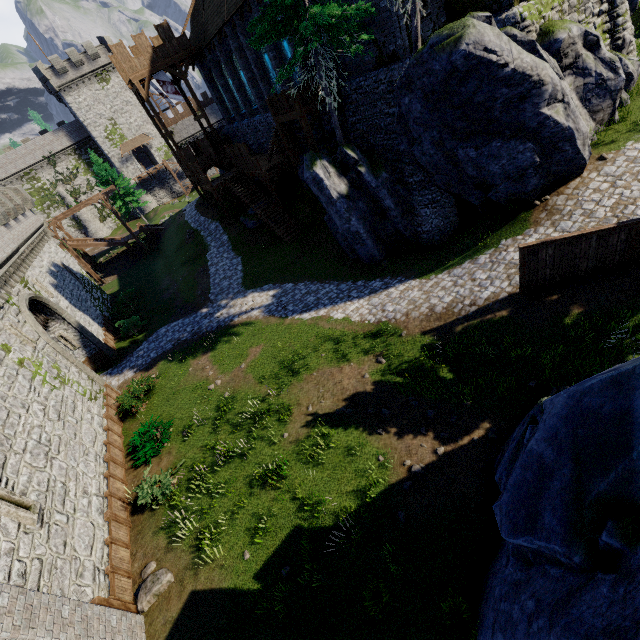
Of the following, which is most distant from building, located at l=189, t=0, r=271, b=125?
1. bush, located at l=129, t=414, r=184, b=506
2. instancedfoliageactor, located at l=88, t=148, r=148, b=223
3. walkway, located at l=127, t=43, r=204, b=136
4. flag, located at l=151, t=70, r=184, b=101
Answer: bush, located at l=129, t=414, r=184, b=506

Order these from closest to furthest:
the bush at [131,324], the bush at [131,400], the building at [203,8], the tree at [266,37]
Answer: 1. the tree at [266,37]
2. the bush at [131,400]
3. the building at [203,8]
4. the bush at [131,324]

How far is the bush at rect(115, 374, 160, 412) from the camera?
16.3m

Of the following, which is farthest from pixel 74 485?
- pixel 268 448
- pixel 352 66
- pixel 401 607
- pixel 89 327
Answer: pixel 352 66

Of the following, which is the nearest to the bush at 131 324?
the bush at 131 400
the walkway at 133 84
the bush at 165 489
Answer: the bush at 131 400

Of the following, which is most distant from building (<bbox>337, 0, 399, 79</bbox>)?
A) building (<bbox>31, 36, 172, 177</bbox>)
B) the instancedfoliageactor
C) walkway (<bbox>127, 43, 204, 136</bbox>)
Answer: building (<bbox>31, 36, 172, 177</bbox>)

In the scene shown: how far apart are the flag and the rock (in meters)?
33.43

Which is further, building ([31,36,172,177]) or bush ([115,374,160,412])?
building ([31,36,172,177])
